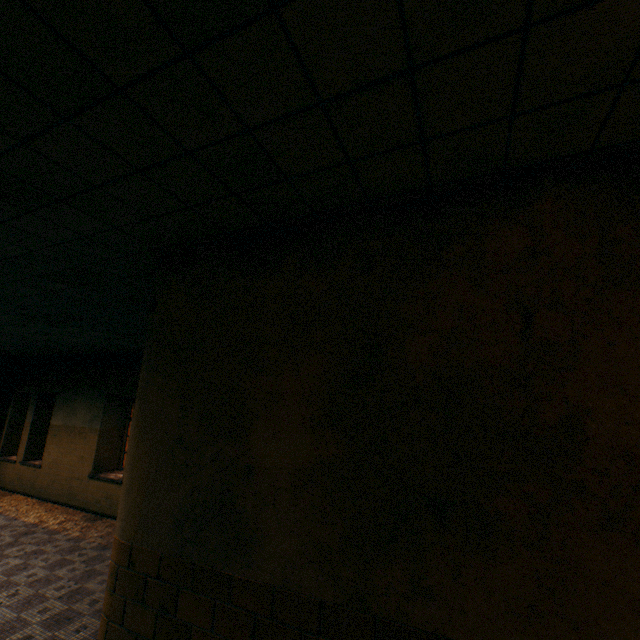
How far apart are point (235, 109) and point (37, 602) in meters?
6.9
